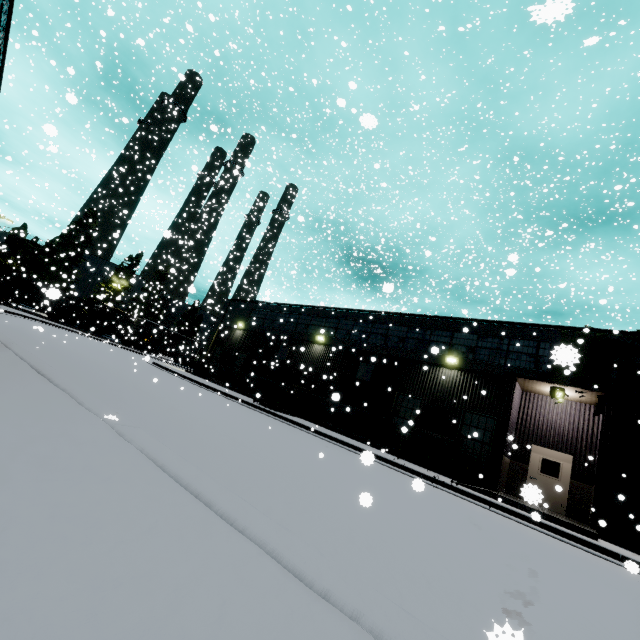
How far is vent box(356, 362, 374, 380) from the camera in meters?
19.1 m

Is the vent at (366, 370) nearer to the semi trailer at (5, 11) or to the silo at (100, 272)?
the semi trailer at (5, 11)

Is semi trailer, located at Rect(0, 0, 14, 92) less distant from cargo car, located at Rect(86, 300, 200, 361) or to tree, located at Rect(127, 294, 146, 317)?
cargo car, located at Rect(86, 300, 200, 361)

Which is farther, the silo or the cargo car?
the silo

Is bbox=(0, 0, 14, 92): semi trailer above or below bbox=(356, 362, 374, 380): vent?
below

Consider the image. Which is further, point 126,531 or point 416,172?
point 416,172

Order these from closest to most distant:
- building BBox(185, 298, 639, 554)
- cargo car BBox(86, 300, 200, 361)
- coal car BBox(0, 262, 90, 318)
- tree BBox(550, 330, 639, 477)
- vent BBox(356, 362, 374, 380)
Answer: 1. tree BBox(550, 330, 639, 477)
2. building BBox(185, 298, 639, 554)
3. vent BBox(356, 362, 374, 380)
4. coal car BBox(0, 262, 90, 318)
5. cargo car BBox(86, 300, 200, 361)

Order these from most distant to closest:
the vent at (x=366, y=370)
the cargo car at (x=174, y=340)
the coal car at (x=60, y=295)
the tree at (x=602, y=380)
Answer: the cargo car at (x=174, y=340)
the coal car at (x=60, y=295)
the vent at (x=366, y=370)
the tree at (x=602, y=380)
